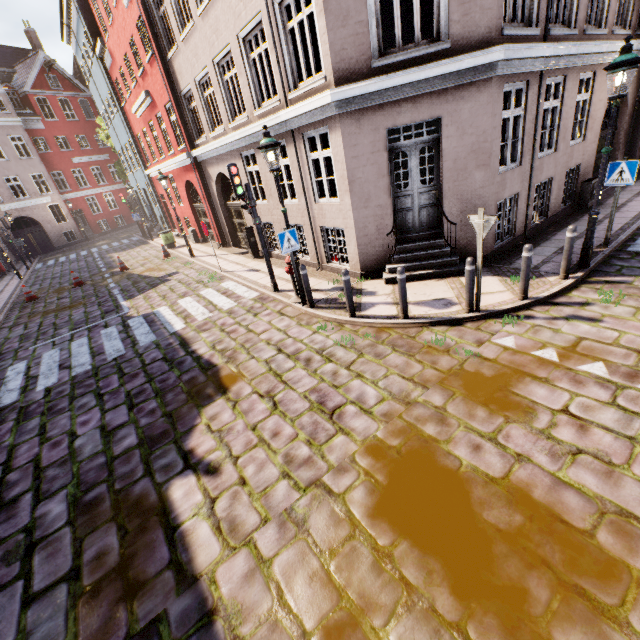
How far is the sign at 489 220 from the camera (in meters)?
5.35

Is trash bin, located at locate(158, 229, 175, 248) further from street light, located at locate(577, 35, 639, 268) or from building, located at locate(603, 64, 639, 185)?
street light, located at locate(577, 35, 639, 268)

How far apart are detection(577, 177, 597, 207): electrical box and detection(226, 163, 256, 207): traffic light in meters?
10.6 m

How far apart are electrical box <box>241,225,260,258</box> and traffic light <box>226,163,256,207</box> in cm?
439

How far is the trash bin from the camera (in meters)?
18.64

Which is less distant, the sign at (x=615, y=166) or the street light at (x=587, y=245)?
the street light at (x=587, y=245)

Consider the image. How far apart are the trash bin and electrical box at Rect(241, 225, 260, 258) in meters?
8.3 m

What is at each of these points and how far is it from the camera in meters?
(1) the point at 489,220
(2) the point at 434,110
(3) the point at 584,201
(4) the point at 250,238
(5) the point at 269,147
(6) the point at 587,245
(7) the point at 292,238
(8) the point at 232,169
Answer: (1) sign, 5.4 m
(2) building, 6.9 m
(3) electrical box, 10.7 m
(4) electrical box, 12.9 m
(5) street light, 6.5 m
(6) street light, 6.8 m
(7) sign, 7.4 m
(8) traffic light, 7.7 m
